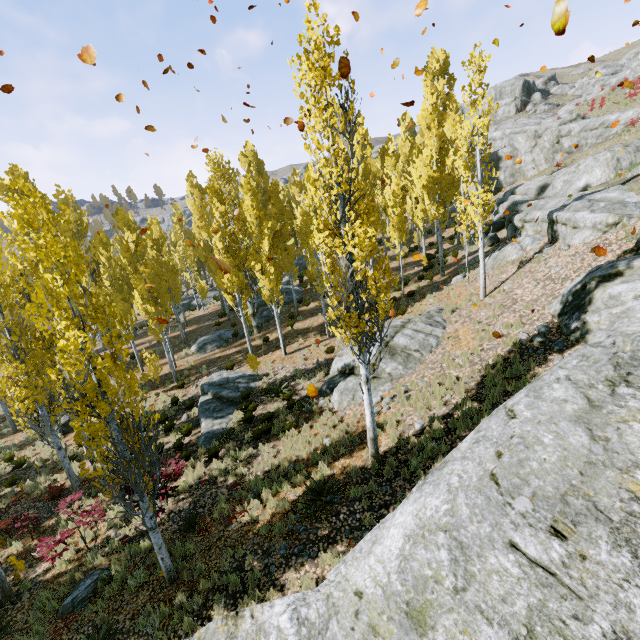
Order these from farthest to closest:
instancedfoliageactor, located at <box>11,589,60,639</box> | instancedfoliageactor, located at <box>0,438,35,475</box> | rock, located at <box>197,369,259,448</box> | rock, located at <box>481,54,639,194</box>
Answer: rock, located at <box>481,54,639,194</box> < instancedfoliageactor, located at <box>0,438,35,475</box> < rock, located at <box>197,369,259,448</box> < instancedfoliageactor, located at <box>11,589,60,639</box>

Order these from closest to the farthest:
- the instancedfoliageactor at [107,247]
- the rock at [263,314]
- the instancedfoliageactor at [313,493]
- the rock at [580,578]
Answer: the rock at [580,578], the instancedfoliageactor at [107,247], the instancedfoliageactor at [313,493], the rock at [263,314]

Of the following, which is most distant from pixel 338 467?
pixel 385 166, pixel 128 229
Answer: pixel 385 166

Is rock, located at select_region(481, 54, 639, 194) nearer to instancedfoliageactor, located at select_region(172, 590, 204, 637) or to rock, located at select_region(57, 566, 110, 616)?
instancedfoliageactor, located at select_region(172, 590, 204, 637)

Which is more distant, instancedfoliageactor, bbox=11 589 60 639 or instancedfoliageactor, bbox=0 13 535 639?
instancedfoliageactor, bbox=11 589 60 639

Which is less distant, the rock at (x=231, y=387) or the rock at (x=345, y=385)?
the rock at (x=345, y=385)

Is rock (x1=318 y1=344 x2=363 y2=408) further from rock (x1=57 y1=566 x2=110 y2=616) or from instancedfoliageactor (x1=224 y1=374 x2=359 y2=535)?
rock (x1=57 y1=566 x2=110 y2=616)

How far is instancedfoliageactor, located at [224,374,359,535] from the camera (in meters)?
9.00
